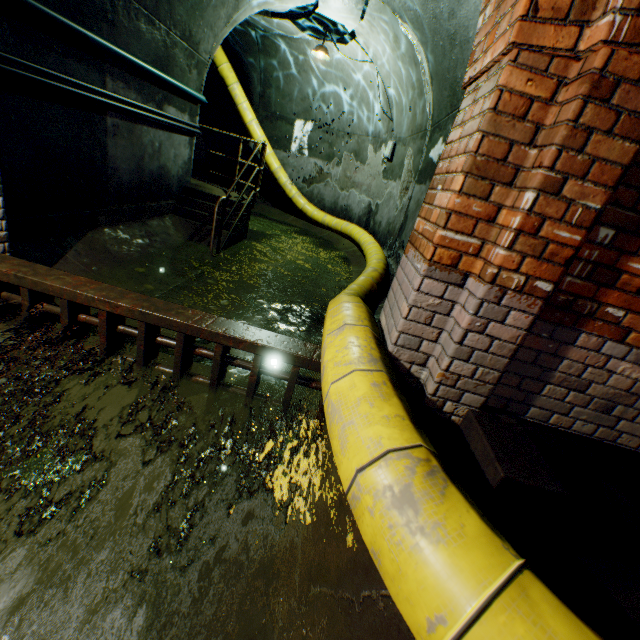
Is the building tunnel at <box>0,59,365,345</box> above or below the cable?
below

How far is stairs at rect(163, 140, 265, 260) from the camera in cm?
560

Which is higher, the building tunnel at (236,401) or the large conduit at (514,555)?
the large conduit at (514,555)

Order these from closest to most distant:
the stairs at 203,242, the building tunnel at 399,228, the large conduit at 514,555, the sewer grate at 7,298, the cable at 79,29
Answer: the large conduit at 514,555
the sewer grate at 7,298
the cable at 79,29
the building tunnel at 399,228
the stairs at 203,242

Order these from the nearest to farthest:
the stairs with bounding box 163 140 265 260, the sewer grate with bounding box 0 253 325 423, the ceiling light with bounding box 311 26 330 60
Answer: the sewer grate with bounding box 0 253 325 423 < the stairs with bounding box 163 140 265 260 < the ceiling light with bounding box 311 26 330 60

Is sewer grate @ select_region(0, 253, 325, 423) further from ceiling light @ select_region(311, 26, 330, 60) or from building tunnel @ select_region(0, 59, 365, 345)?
ceiling light @ select_region(311, 26, 330, 60)

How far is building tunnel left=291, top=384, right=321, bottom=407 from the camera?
2.83m

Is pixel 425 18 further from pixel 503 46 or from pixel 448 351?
pixel 448 351
